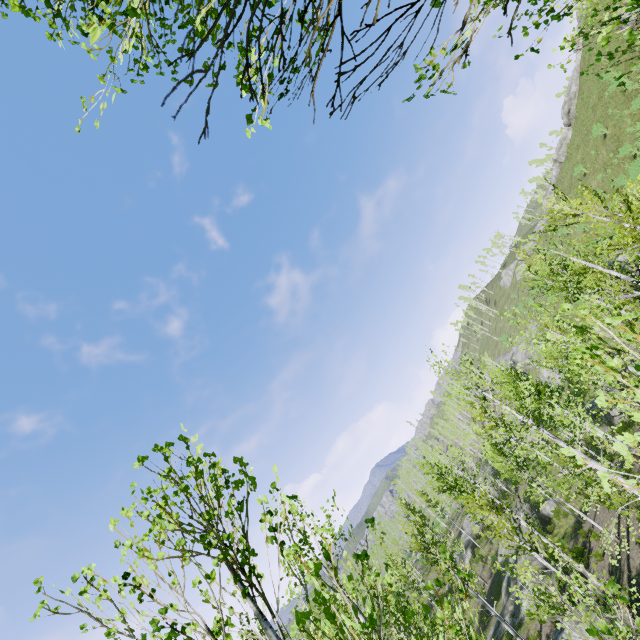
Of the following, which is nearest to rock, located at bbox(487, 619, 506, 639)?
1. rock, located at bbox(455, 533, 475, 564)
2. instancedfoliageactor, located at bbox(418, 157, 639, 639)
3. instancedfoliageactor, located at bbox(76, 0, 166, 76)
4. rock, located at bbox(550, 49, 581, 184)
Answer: rock, located at bbox(455, 533, 475, 564)

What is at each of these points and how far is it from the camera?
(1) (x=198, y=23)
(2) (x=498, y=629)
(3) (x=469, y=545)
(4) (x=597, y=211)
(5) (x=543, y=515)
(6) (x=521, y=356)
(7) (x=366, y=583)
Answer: (1) instancedfoliageactor, 1.1m
(2) rock, 23.5m
(3) rock, 39.4m
(4) instancedfoliageactor, 10.1m
(5) rock, 30.2m
(6) rock, 54.7m
(7) instancedfoliageactor, 2.6m

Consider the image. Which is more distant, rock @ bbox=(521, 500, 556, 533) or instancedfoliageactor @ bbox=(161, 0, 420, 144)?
rock @ bbox=(521, 500, 556, 533)

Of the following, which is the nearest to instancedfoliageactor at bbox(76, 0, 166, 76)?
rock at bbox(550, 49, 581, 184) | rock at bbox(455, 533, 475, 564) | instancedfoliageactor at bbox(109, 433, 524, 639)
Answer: instancedfoliageactor at bbox(109, 433, 524, 639)

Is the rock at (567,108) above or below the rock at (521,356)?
above

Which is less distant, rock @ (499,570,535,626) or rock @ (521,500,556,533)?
rock @ (499,570,535,626)

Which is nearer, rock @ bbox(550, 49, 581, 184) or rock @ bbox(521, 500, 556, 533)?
rock @ bbox(521, 500, 556, 533)

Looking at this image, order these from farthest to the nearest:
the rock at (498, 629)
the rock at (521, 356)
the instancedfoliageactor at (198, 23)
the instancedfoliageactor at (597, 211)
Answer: the rock at (521, 356), the rock at (498, 629), the instancedfoliageactor at (597, 211), the instancedfoliageactor at (198, 23)
